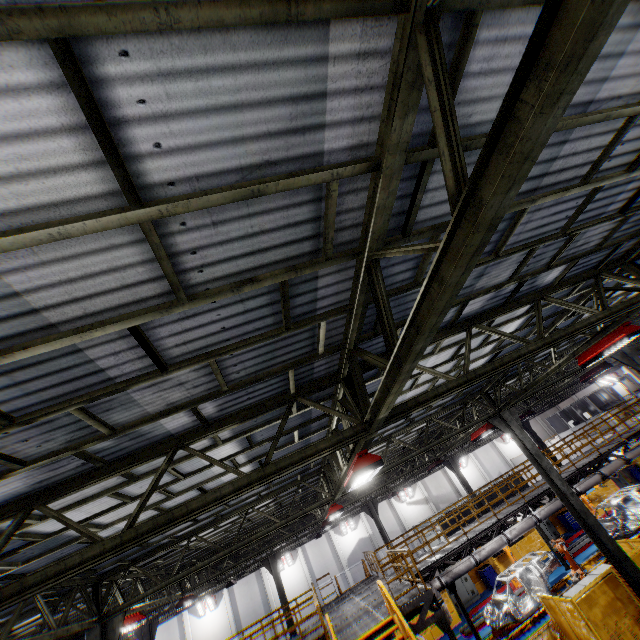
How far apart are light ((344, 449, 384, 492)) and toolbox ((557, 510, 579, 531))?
26.4m

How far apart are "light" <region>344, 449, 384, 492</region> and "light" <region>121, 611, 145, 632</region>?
9.14m

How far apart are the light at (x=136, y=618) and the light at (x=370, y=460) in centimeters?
914cm

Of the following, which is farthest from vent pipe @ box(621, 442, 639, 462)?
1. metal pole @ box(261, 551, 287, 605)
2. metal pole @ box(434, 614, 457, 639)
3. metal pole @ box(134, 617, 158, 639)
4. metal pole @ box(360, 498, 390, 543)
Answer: metal pole @ box(134, 617, 158, 639)

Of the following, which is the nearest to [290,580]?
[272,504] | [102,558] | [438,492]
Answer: [438,492]

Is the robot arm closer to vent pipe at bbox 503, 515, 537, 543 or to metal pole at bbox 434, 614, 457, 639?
vent pipe at bbox 503, 515, 537, 543

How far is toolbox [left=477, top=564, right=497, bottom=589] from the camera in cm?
2158

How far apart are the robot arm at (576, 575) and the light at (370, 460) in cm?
1457
